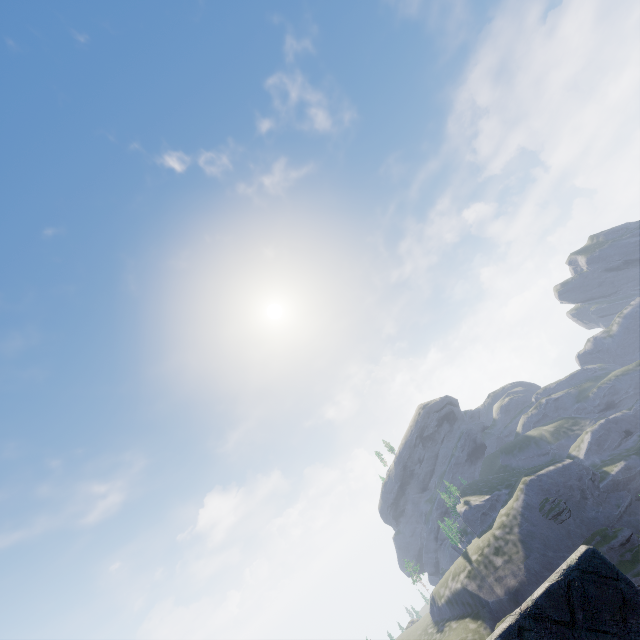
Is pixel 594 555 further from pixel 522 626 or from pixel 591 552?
pixel 522 626
